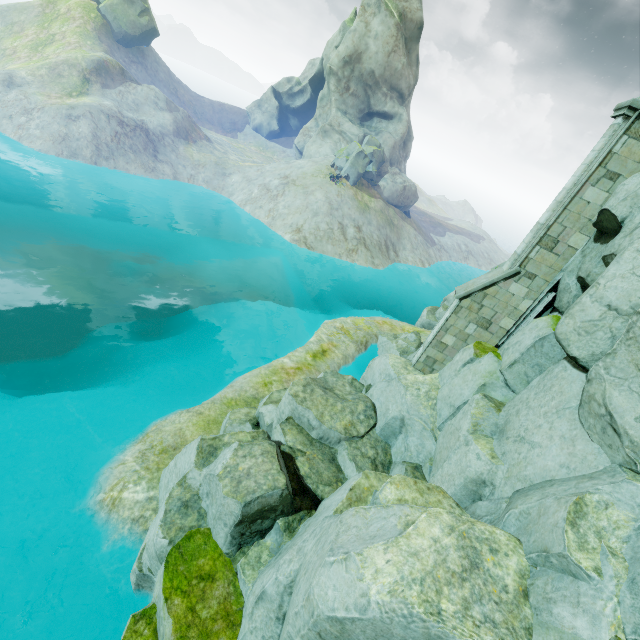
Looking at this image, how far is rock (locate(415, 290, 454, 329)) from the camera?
28.2m

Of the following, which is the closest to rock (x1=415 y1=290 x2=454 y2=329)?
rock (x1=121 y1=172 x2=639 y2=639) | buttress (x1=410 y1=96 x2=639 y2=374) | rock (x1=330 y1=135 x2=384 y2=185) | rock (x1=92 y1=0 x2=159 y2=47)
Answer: rock (x1=121 y1=172 x2=639 y2=639)

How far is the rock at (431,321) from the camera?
28.22m

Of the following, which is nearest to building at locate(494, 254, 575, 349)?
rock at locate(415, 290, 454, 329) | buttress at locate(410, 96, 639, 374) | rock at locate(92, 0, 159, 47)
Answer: buttress at locate(410, 96, 639, 374)

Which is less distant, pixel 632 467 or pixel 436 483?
pixel 632 467

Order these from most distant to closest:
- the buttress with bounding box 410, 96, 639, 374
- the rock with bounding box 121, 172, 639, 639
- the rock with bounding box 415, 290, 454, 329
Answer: the rock with bounding box 415, 290, 454, 329
the buttress with bounding box 410, 96, 639, 374
the rock with bounding box 121, 172, 639, 639

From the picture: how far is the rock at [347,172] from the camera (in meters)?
40.16

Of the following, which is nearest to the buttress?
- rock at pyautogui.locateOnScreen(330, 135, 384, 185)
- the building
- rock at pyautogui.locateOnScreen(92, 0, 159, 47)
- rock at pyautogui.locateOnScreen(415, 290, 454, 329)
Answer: the building
